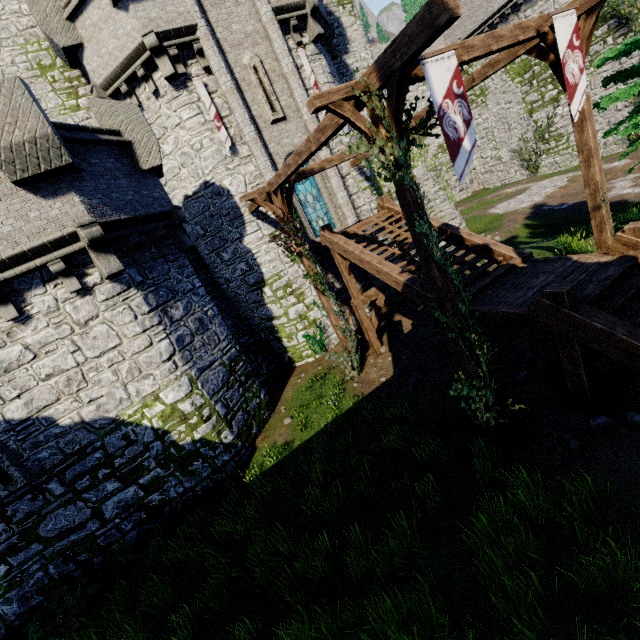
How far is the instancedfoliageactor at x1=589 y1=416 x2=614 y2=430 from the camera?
5.7 meters

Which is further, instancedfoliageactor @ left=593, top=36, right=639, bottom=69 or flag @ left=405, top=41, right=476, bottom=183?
instancedfoliageactor @ left=593, top=36, right=639, bottom=69

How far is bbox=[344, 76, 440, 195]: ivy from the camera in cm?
521

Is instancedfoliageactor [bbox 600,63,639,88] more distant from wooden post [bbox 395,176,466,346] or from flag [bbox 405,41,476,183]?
wooden post [bbox 395,176,466,346]

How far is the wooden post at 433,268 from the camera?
5.9m

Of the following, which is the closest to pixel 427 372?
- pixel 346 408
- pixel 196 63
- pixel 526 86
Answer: pixel 346 408

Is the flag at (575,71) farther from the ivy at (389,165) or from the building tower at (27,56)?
the building tower at (27,56)

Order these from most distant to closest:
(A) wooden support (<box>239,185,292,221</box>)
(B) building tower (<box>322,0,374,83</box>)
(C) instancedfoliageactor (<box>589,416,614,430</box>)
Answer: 1. (B) building tower (<box>322,0,374,83</box>)
2. (A) wooden support (<box>239,185,292,221</box>)
3. (C) instancedfoliageactor (<box>589,416,614,430</box>)
